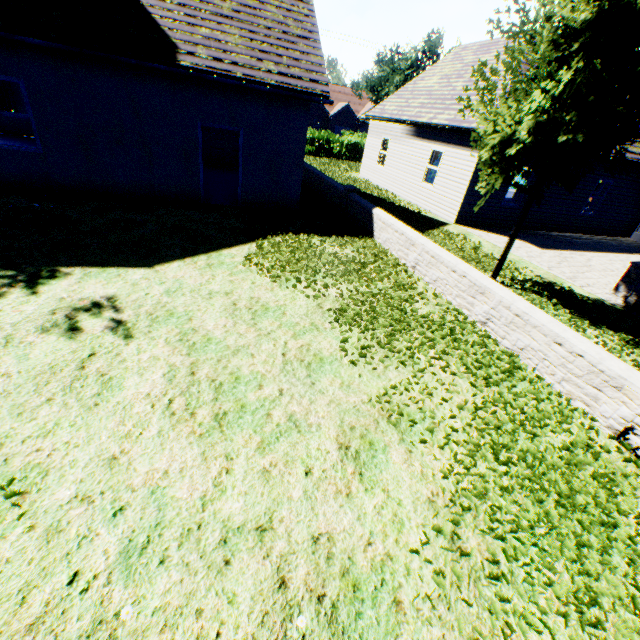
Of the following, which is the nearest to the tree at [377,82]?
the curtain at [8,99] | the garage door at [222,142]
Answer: the garage door at [222,142]

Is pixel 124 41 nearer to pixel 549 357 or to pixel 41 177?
pixel 41 177

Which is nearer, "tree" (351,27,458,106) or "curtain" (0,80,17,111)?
"curtain" (0,80,17,111)

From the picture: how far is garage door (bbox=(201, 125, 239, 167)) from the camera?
15.65m

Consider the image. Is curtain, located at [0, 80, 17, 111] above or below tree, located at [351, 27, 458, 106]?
below

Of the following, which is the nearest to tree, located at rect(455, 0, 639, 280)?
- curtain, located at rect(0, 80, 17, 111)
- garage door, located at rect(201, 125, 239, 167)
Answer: garage door, located at rect(201, 125, 239, 167)
